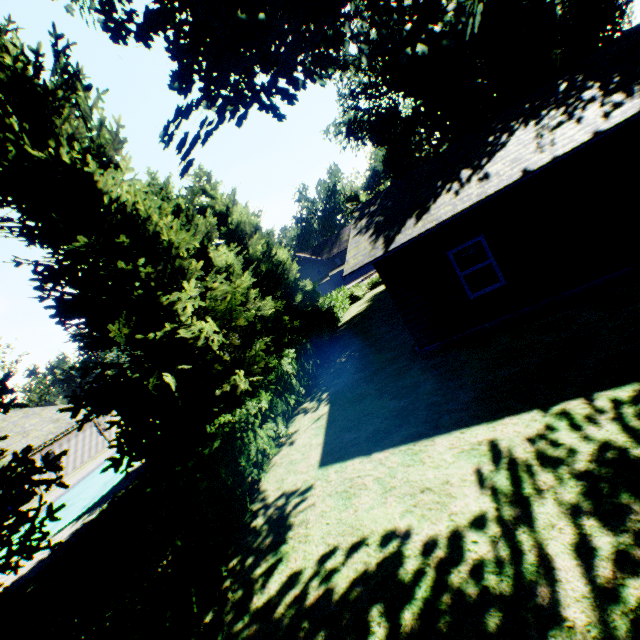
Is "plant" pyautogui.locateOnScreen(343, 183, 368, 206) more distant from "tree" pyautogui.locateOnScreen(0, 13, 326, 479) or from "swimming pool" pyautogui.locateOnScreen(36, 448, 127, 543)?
"swimming pool" pyautogui.locateOnScreen(36, 448, 127, 543)

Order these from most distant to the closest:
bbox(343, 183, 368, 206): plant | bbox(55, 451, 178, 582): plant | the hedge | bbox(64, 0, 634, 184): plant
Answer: bbox(343, 183, 368, 206): plant, bbox(55, 451, 178, 582): plant, bbox(64, 0, 634, 184): plant, the hedge

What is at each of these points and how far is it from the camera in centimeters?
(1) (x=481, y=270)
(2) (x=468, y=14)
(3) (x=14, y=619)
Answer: (1) house, 1652cm
(2) plant, 2377cm
(3) plant, 790cm

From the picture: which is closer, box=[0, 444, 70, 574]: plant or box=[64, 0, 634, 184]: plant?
box=[64, 0, 634, 184]: plant

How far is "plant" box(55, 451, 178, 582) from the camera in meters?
9.9

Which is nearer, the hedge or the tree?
the hedge

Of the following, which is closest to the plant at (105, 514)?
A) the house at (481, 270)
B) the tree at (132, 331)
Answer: the tree at (132, 331)

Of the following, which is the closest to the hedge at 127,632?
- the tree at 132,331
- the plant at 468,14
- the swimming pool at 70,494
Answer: the tree at 132,331
